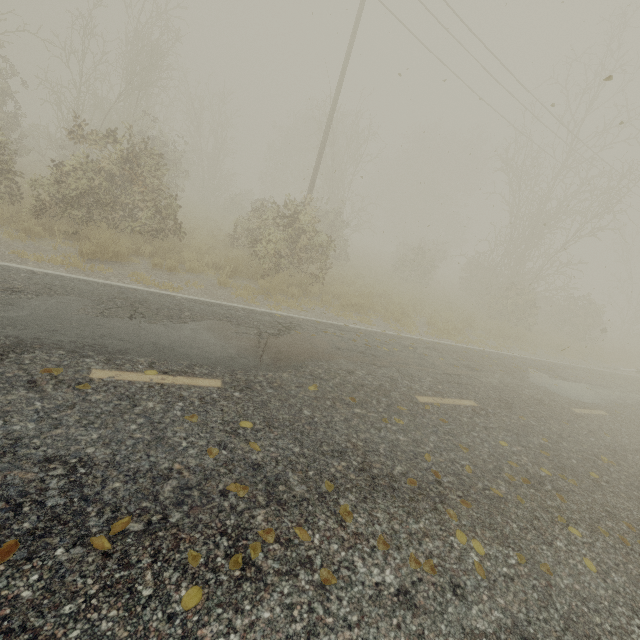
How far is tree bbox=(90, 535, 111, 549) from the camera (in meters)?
2.23

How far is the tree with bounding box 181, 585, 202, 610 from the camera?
2.10m

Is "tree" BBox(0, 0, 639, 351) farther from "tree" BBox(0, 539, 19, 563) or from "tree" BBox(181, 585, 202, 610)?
"tree" BBox(181, 585, 202, 610)

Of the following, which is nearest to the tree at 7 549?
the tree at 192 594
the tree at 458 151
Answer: the tree at 192 594

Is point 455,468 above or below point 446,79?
below

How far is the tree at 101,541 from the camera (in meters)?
2.23

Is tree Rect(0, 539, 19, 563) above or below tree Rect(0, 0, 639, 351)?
below
